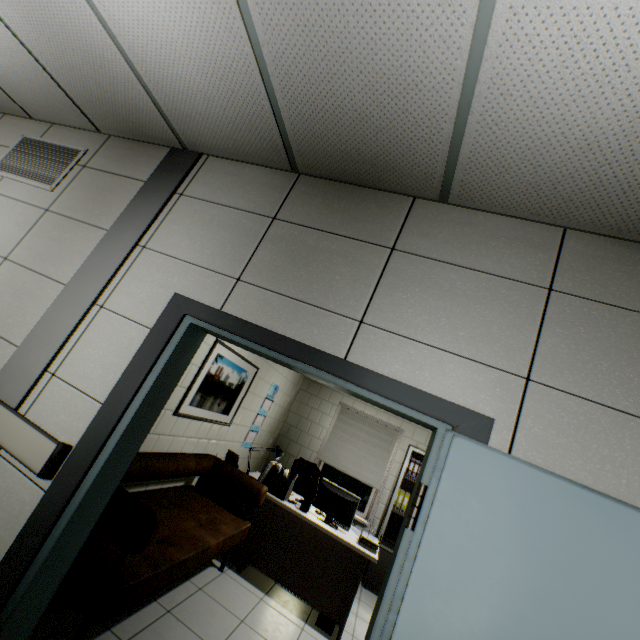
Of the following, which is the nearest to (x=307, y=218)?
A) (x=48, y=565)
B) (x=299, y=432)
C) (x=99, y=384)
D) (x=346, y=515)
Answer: (x=99, y=384)

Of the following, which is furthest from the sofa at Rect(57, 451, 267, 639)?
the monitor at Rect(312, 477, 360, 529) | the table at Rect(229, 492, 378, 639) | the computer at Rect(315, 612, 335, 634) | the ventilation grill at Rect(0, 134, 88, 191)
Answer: the ventilation grill at Rect(0, 134, 88, 191)

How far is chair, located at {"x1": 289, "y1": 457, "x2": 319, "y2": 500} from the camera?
5.36m

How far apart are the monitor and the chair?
0.98m

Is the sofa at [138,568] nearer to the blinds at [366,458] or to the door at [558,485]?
the door at [558,485]

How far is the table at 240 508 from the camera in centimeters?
390cm

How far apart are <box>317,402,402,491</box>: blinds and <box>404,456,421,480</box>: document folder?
0.42m

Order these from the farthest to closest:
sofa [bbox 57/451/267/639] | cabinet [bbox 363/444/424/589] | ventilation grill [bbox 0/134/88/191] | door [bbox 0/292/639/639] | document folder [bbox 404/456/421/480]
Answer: document folder [bbox 404/456/421/480]
cabinet [bbox 363/444/424/589]
ventilation grill [bbox 0/134/88/191]
sofa [bbox 57/451/267/639]
door [bbox 0/292/639/639]
